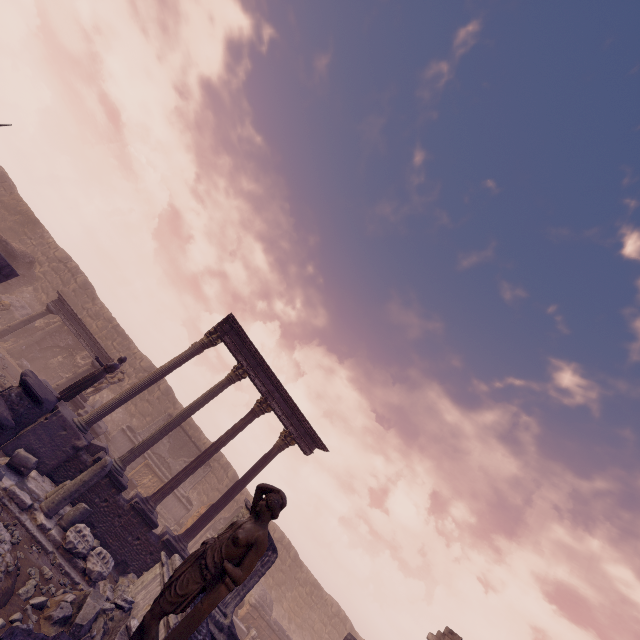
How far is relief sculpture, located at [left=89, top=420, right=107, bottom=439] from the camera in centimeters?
1425cm

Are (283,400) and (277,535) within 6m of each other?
no

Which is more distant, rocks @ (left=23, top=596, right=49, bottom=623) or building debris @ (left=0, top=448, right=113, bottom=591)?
building debris @ (left=0, top=448, right=113, bottom=591)

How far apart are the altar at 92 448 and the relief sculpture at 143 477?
6.7 meters

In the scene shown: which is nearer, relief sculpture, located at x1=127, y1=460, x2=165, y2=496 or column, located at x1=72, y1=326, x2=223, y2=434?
column, located at x1=72, y1=326, x2=223, y2=434

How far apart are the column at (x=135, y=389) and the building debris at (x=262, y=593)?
14.2 meters

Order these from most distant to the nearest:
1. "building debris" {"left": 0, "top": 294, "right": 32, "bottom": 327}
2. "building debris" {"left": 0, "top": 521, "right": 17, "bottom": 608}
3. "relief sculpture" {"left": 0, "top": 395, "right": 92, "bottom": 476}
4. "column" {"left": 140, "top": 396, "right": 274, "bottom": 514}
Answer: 1. "building debris" {"left": 0, "top": 294, "right": 32, "bottom": 327}
2. "column" {"left": 140, "top": 396, "right": 274, "bottom": 514}
3. "relief sculpture" {"left": 0, "top": 395, "right": 92, "bottom": 476}
4. "building debris" {"left": 0, "top": 521, "right": 17, "bottom": 608}

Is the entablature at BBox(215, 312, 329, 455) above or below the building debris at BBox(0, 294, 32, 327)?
above
